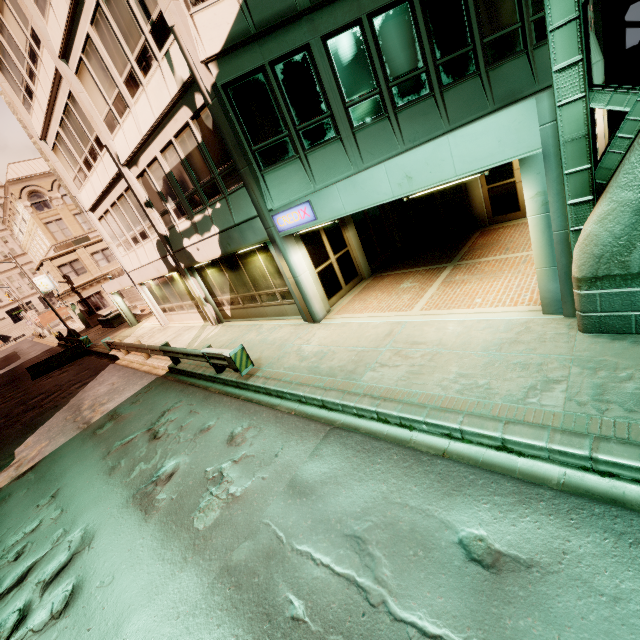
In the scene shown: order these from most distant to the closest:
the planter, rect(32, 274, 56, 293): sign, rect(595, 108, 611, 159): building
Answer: rect(32, 274, 56, 293): sign, the planter, rect(595, 108, 611, 159): building

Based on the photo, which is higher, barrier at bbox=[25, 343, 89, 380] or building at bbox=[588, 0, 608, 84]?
building at bbox=[588, 0, 608, 84]

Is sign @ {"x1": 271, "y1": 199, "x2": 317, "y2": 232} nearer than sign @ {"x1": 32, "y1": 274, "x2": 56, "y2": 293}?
Yes

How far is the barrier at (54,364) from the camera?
22.78m

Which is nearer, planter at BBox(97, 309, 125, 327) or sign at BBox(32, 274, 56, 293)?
planter at BBox(97, 309, 125, 327)

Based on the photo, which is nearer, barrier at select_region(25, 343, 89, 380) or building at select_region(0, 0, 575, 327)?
building at select_region(0, 0, 575, 327)

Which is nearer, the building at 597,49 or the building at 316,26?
the building at 316,26

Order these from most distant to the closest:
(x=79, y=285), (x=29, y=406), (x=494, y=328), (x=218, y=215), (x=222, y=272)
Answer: (x=79, y=285), (x=29, y=406), (x=222, y=272), (x=218, y=215), (x=494, y=328)
